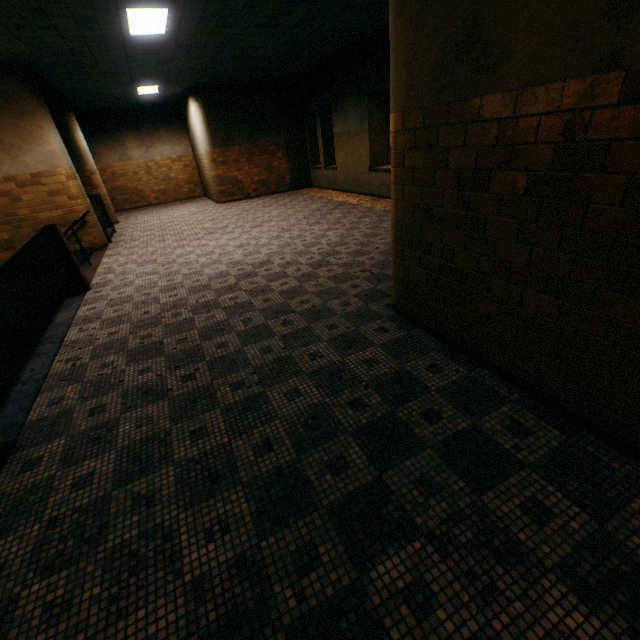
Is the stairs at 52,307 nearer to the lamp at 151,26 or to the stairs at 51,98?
the stairs at 51,98

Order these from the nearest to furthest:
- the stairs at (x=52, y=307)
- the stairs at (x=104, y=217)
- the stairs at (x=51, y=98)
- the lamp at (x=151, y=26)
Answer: the stairs at (x=52, y=307), the lamp at (x=151, y=26), the stairs at (x=51, y=98), the stairs at (x=104, y=217)

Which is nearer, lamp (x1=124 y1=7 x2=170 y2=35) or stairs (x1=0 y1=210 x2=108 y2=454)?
stairs (x1=0 y1=210 x2=108 y2=454)

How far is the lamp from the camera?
5.1 meters

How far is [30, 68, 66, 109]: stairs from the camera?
7.90m

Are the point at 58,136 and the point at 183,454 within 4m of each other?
no

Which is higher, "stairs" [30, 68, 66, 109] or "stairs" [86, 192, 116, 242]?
"stairs" [30, 68, 66, 109]

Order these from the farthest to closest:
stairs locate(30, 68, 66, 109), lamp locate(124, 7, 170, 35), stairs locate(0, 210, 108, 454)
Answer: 1. stairs locate(30, 68, 66, 109)
2. lamp locate(124, 7, 170, 35)
3. stairs locate(0, 210, 108, 454)
